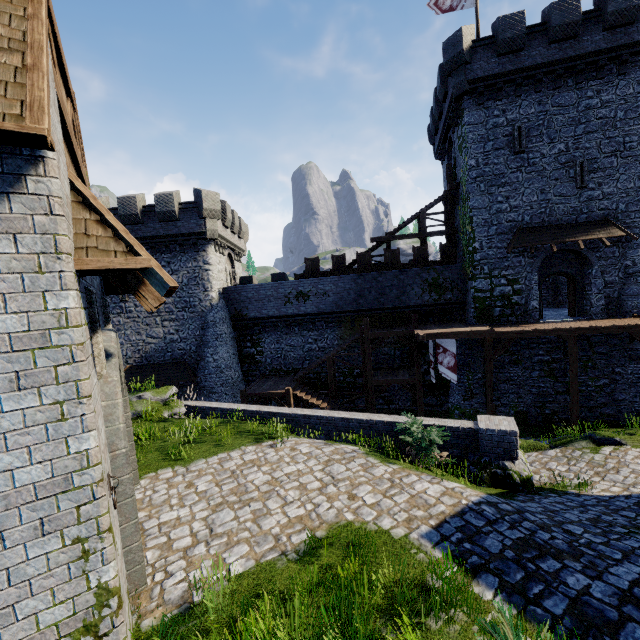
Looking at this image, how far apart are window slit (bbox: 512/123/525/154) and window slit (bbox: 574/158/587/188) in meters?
2.6 m

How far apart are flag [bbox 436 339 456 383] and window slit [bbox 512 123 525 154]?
11.3m

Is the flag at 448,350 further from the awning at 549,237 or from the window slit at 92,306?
the window slit at 92,306

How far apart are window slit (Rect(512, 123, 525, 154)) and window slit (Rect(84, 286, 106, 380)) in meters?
22.4 m

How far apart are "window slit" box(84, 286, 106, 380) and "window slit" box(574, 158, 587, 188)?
23.5m

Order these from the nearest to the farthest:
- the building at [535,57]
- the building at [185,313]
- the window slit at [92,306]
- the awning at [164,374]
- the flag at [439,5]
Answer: the window slit at [92,306]
the building at [535,57]
the flag at [439,5]
the building at [185,313]
the awning at [164,374]

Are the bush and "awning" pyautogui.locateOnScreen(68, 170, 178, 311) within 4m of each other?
no

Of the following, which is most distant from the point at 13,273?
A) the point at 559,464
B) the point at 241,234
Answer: the point at 241,234
